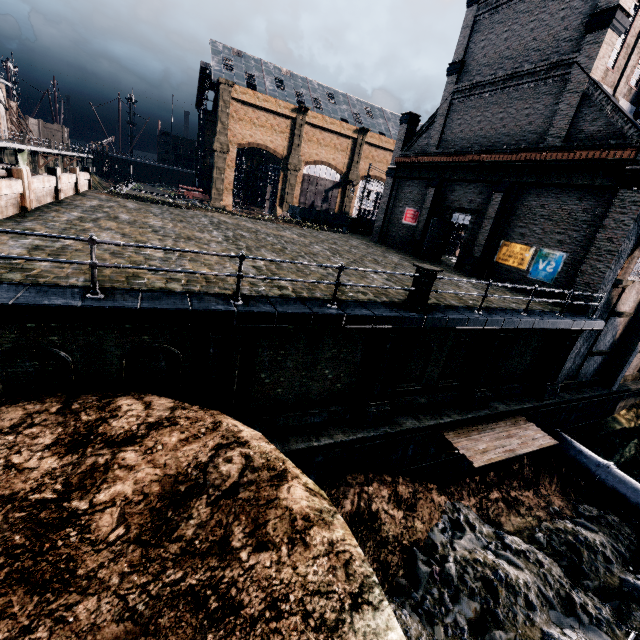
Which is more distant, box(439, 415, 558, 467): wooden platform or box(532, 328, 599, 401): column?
box(532, 328, 599, 401): column

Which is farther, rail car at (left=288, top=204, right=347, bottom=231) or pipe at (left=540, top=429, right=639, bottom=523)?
rail car at (left=288, top=204, right=347, bottom=231)

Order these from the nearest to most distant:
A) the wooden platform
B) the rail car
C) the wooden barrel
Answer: the wooden platform < the wooden barrel < the rail car

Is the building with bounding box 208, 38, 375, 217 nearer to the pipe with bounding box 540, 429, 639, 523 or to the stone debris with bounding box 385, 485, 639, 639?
the pipe with bounding box 540, 429, 639, 523

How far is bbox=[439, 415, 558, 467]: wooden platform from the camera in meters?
13.1 m

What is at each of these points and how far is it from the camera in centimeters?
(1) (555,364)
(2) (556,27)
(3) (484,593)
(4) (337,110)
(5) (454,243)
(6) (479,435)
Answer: (1) column, 1691cm
(2) building, 1811cm
(3) stone debris, 1092cm
(4) building, 5916cm
(5) wooden barrel, 3491cm
(6) wooden platform, 1427cm

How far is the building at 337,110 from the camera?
49.6 meters

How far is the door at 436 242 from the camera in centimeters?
2383cm
